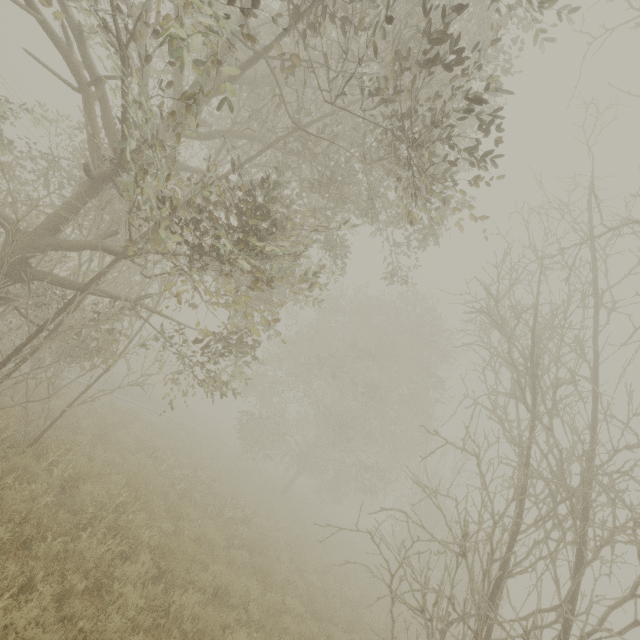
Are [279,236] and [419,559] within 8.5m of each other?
→ yes

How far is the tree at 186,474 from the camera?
10.59m

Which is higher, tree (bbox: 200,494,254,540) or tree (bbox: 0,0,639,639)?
tree (bbox: 0,0,639,639)

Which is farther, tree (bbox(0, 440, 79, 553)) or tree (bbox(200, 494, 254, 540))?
tree (bbox(200, 494, 254, 540))

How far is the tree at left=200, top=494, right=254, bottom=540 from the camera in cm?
999

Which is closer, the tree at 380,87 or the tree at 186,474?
the tree at 380,87
